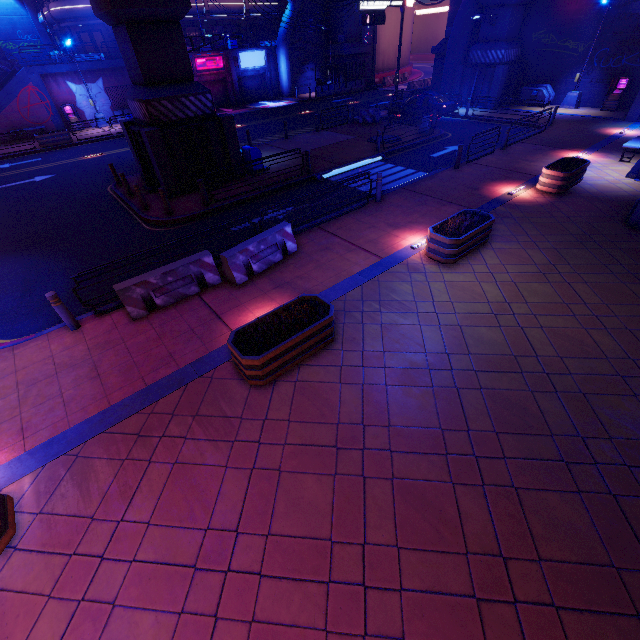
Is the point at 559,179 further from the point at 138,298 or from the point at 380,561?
the point at 138,298

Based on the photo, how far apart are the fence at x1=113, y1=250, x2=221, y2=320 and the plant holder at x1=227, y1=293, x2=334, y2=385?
3.0 meters

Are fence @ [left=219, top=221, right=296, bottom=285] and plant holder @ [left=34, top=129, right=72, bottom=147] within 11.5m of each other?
no

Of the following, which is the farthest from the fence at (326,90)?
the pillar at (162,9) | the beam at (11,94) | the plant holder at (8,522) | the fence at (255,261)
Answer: the plant holder at (8,522)

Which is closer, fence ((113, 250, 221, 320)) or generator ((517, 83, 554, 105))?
fence ((113, 250, 221, 320))

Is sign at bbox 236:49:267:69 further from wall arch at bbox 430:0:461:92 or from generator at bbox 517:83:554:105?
generator at bbox 517:83:554:105

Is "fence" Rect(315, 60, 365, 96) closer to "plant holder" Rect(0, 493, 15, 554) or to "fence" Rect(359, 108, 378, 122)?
"fence" Rect(359, 108, 378, 122)

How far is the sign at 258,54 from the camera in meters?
34.6 m
